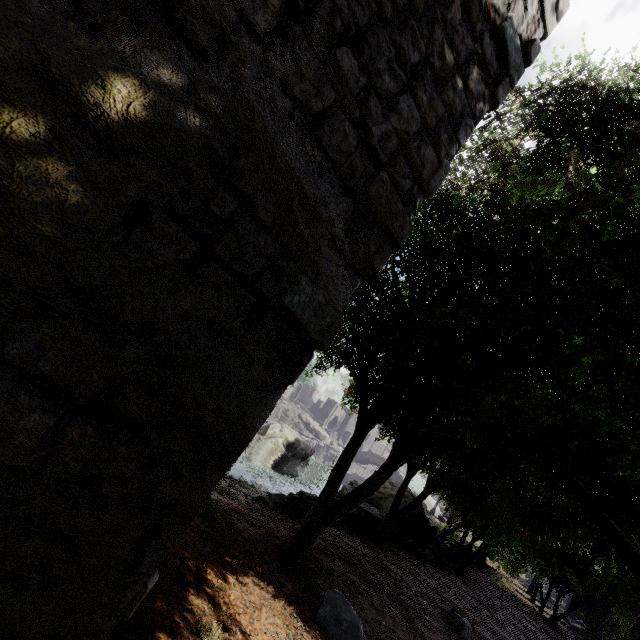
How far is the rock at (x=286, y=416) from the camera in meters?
47.7

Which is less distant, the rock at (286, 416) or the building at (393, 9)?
the building at (393, 9)

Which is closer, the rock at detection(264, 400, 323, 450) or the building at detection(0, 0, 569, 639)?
the building at detection(0, 0, 569, 639)

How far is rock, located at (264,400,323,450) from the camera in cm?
4772

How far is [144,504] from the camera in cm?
222
